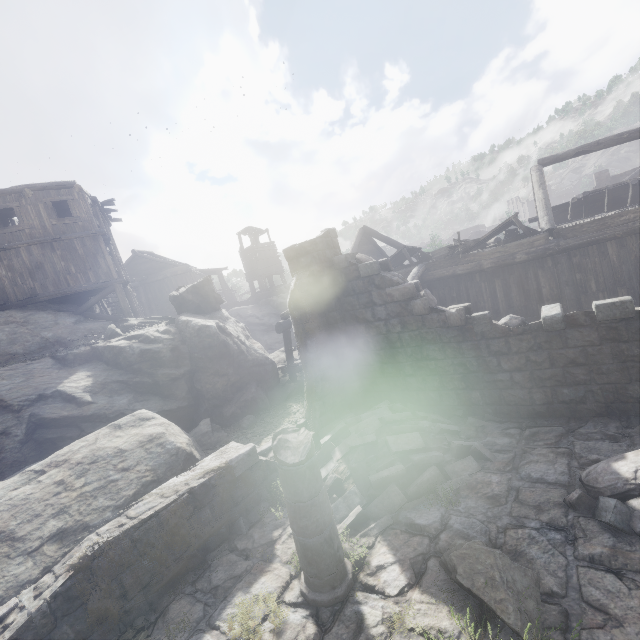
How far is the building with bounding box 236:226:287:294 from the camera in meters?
39.7

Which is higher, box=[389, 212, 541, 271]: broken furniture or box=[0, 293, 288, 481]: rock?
box=[389, 212, 541, 271]: broken furniture

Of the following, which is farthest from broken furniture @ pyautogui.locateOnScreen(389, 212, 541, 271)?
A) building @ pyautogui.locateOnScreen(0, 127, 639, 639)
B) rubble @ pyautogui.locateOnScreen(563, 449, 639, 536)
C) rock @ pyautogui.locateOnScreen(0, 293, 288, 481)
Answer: rubble @ pyautogui.locateOnScreen(563, 449, 639, 536)

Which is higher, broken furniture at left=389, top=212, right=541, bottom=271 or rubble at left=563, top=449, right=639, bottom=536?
broken furniture at left=389, top=212, right=541, bottom=271

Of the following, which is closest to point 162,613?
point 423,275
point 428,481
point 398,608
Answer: point 398,608

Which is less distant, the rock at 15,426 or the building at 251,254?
the rock at 15,426

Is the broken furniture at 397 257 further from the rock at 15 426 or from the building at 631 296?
the rock at 15 426

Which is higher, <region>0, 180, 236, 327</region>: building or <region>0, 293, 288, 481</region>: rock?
<region>0, 180, 236, 327</region>: building
